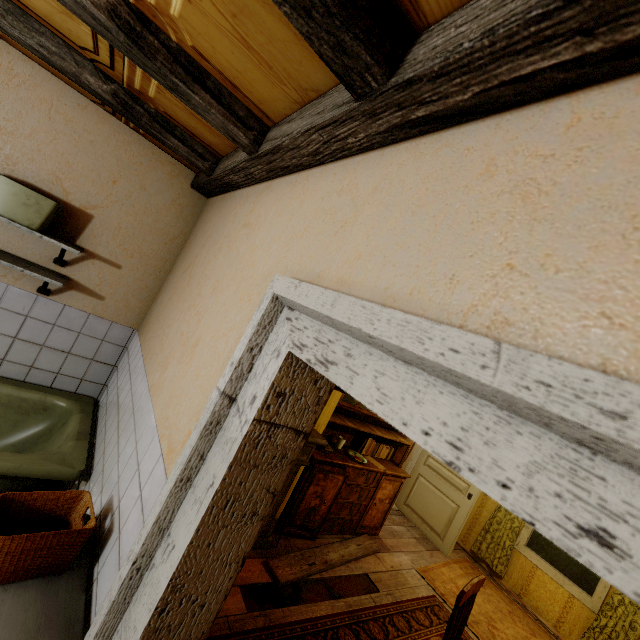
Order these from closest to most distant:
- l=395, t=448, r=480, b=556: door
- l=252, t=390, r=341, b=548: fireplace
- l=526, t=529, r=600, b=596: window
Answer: l=252, t=390, r=341, b=548: fireplace < l=526, t=529, r=600, b=596: window < l=395, t=448, r=480, b=556: door

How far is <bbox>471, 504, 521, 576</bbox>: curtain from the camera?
4.9 meters

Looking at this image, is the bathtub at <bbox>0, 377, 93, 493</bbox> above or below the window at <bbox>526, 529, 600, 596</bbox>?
below

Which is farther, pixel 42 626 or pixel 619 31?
pixel 42 626

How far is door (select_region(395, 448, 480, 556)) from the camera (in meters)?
4.92

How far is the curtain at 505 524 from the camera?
4.95m

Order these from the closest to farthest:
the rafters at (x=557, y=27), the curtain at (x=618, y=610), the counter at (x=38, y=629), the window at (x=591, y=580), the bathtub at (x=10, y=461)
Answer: the rafters at (x=557, y=27), the counter at (x=38, y=629), the bathtub at (x=10, y=461), the curtain at (x=618, y=610), the window at (x=591, y=580)

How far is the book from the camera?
4.43m
